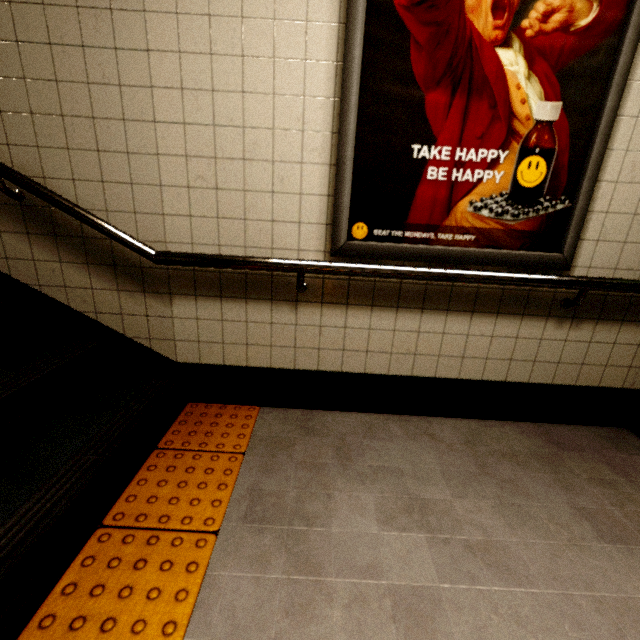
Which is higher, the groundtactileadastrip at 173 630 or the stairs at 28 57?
the stairs at 28 57

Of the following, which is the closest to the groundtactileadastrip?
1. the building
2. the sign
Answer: the building

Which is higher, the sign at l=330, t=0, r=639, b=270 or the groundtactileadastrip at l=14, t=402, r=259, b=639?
the sign at l=330, t=0, r=639, b=270

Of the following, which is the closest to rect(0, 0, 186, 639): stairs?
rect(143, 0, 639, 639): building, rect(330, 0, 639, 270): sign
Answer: rect(143, 0, 639, 639): building

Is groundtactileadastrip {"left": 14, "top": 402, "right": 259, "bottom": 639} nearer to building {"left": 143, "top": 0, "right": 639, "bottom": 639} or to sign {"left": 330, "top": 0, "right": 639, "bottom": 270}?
building {"left": 143, "top": 0, "right": 639, "bottom": 639}

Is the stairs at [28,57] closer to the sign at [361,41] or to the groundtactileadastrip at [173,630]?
the groundtactileadastrip at [173,630]

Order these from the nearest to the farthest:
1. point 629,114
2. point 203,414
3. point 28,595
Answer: point 28,595
point 629,114
point 203,414
